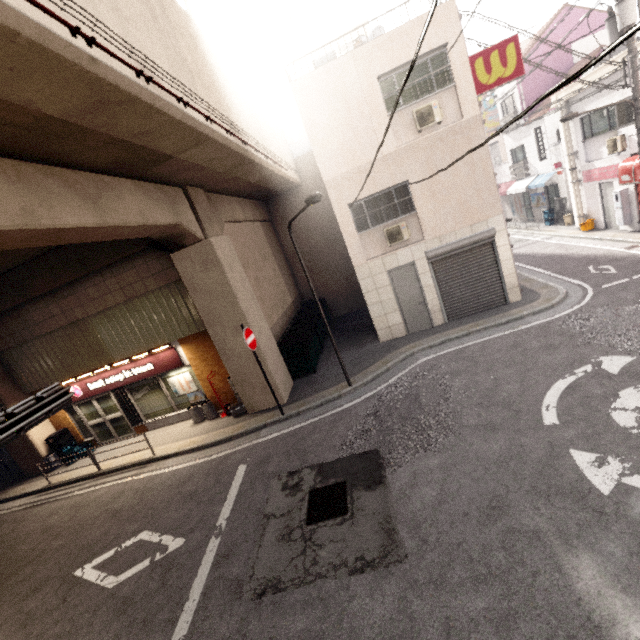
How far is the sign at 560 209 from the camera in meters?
17.7

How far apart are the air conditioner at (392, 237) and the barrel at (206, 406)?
8.18m

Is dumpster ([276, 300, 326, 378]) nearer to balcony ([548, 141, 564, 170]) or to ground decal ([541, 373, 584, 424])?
ground decal ([541, 373, 584, 424])

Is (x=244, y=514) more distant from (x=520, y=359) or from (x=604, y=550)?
(x=520, y=359)

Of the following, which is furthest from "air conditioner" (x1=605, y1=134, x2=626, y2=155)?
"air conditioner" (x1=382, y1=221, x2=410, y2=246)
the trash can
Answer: the trash can

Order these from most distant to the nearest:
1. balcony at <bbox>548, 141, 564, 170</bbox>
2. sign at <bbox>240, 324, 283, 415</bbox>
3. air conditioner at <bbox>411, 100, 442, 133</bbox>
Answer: balcony at <bbox>548, 141, 564, 170</bbox> < air conditioner at <bbox>411, 100, 442, 133</bbox> < sign at <bbox>240, 324, 283, 415</bbox>

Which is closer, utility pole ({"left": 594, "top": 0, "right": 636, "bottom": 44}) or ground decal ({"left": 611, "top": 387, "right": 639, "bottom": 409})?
ground decal ({"left": 611, "top": 387, "right": 639, "bottom": 409})

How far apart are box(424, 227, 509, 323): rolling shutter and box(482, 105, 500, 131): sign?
20.9 meters
